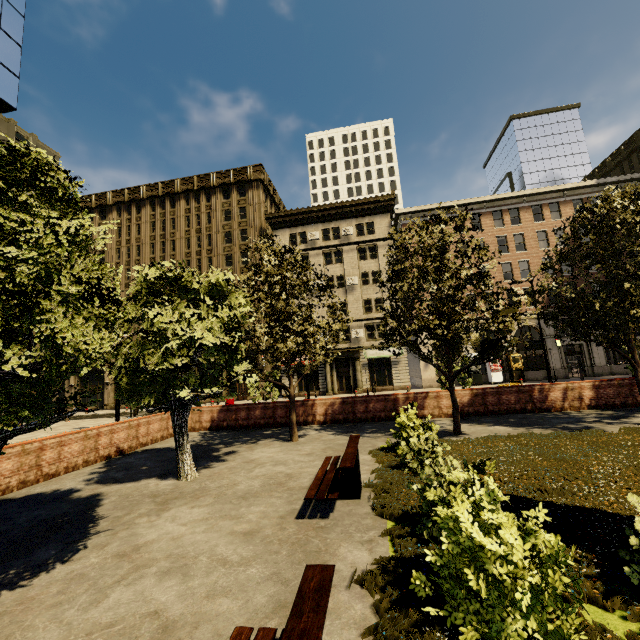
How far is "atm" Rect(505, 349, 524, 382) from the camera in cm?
3122

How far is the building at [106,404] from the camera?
39.69m

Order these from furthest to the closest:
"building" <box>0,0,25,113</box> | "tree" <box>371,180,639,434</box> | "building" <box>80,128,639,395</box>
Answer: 1. "building" <box>80,128,639,395</box>
2. "building" <box>0,0,25,113</box>
3. "tree" <box>371,180,639,434</box>

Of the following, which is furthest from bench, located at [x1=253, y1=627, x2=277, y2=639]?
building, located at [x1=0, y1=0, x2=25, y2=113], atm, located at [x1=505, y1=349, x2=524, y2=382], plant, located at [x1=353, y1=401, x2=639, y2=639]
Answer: atm, located at [x1=505, y1=349, x2=524, y2=382]

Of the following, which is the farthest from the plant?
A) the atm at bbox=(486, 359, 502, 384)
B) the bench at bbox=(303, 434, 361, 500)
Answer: the atm at bbox=(486, 359, 502, 384)

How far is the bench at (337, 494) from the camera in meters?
5.6 m

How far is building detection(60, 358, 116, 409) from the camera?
39.7m

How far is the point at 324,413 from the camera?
15.7 meters
